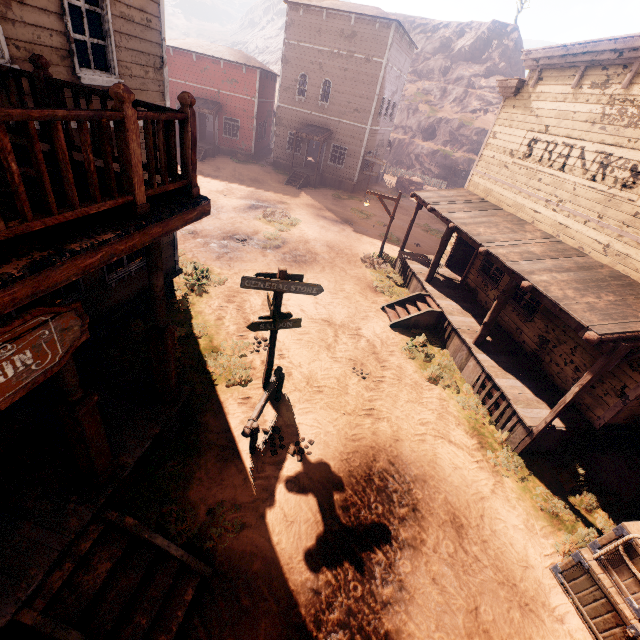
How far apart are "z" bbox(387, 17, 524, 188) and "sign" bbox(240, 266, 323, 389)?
52.86m

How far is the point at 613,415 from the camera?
7.6 meters

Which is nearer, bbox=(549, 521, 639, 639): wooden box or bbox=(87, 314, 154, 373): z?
bbox=(549, 521, 639, 639): wooden box

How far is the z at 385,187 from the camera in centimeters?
2991cm

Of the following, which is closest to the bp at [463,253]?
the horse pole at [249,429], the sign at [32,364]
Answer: the horse pole at [249,429]

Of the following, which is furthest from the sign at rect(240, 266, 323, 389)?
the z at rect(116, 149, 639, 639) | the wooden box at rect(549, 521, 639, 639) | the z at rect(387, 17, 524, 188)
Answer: the z at rect(387, 17, 524, 188)

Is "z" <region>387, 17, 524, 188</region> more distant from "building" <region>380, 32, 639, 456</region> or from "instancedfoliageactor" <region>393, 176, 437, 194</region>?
"instancedfoliageactor" <region>393, 176, 437, 194</region>

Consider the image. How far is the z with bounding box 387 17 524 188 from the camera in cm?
3944
